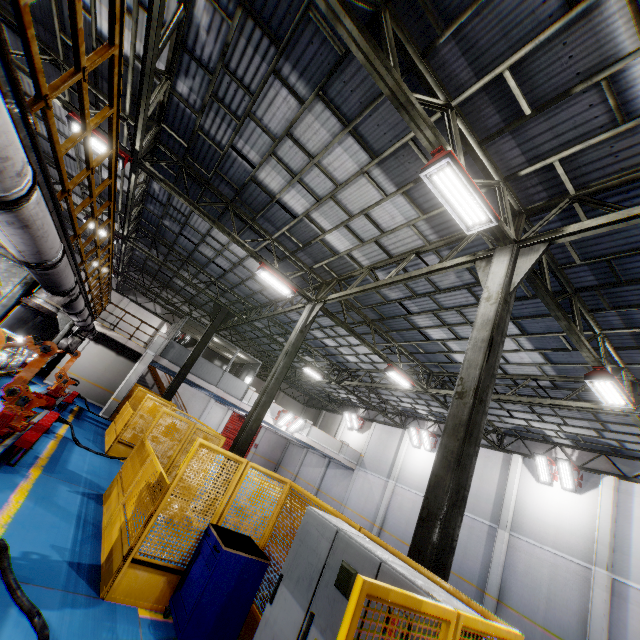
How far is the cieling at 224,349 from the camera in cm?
2241

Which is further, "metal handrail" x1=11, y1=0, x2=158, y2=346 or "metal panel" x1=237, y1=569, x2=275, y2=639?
"metal panel" x1=237, y1=569, x2=275, y2=639

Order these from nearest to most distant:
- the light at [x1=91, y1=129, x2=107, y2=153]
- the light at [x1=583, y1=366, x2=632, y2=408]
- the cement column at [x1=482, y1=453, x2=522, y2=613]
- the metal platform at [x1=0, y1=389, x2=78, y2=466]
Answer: the metal platform at [x1=0, y1=389, x2=78, y2=466] → the light at [x1=583, y1=366, x2=632, y2=408] → the light at [x1=91, y1=129, x2=107, y2=153] → the cement column at [x1=482, y1=453, x2=522, y2=613]

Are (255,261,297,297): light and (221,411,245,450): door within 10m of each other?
no

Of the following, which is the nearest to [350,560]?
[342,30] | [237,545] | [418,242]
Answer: [237,545]

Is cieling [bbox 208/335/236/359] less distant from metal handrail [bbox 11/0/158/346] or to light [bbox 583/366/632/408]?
metal handrail [bbox 11/0/158/346]

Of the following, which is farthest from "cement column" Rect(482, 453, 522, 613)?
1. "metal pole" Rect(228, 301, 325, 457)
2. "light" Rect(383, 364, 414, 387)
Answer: "metal pole" Rect(228, 301, 325, 457)

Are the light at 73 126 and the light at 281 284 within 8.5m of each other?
yes
